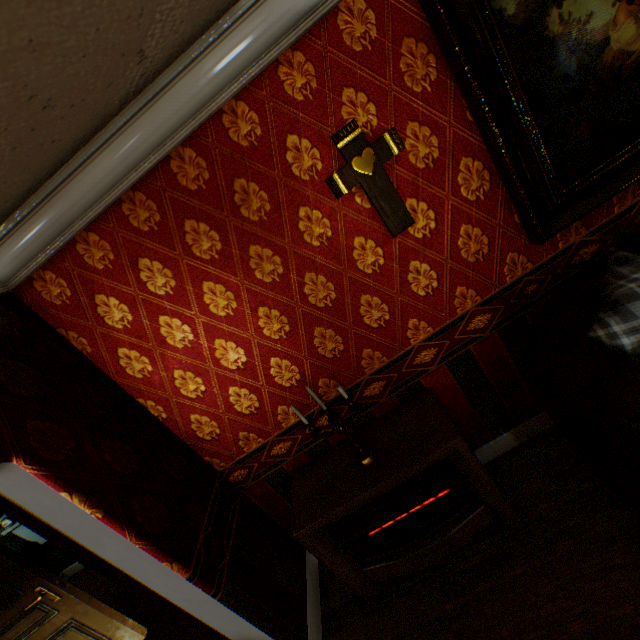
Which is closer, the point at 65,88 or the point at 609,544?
the point at 65,88

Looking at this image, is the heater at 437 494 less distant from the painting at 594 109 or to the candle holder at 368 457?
the candle holder at 368 457

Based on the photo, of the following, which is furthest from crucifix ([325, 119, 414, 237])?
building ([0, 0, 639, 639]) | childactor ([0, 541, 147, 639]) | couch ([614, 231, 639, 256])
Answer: childactor ([0, 541, 147, 639])

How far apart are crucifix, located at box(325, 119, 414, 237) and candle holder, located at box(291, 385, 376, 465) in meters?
1.0 m

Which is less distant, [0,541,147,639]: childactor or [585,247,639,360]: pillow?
[585,247,639,360]: pillow

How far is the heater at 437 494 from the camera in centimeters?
191cm

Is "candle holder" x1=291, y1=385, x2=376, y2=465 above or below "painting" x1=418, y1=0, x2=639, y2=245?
below

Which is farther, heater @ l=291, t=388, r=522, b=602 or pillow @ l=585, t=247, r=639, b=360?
heater @ l=291, t=388, r=522, b=602
